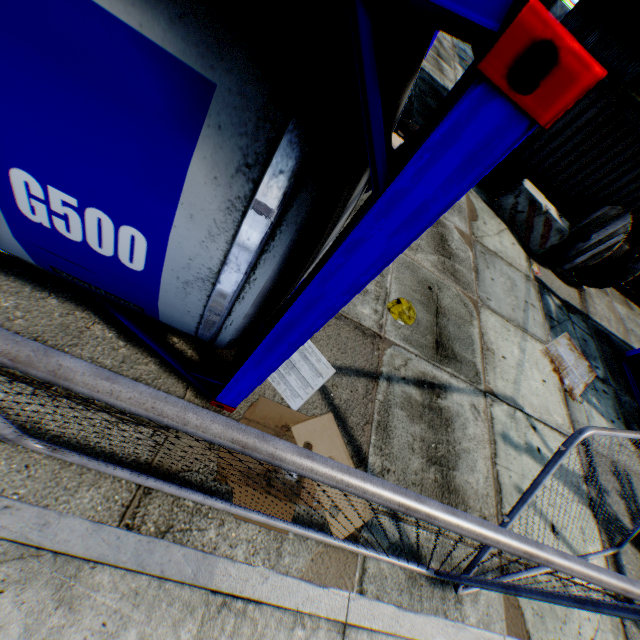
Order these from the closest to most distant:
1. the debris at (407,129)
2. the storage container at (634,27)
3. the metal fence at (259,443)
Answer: the metal fence at (259,443)
the debris at (407,129)
the storage container at (634,27)

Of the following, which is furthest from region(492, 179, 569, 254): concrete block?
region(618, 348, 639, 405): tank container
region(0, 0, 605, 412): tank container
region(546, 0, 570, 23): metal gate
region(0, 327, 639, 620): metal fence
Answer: region(546, 0, 570, 23): metal gate

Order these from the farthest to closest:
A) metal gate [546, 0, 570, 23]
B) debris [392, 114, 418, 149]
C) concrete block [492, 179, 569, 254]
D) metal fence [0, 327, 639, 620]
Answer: metal gate [546, 0, 570, 23] → concrete block [492, 179, 569, 254] → debris [392, 114, 418, 149] → metal fence [0, 327, 639, 620]

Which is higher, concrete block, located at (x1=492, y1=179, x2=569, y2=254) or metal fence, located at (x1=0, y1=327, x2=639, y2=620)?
metal fence, located at (x1=0, y1=327, x2=639, y2=620)

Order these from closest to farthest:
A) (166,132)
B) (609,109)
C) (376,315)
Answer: (166,132), (376,315), (609,109)

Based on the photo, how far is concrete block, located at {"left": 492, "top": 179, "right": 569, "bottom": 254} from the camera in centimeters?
805cm

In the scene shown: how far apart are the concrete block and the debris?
3.3m

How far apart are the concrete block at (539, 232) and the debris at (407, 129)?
3.3m
